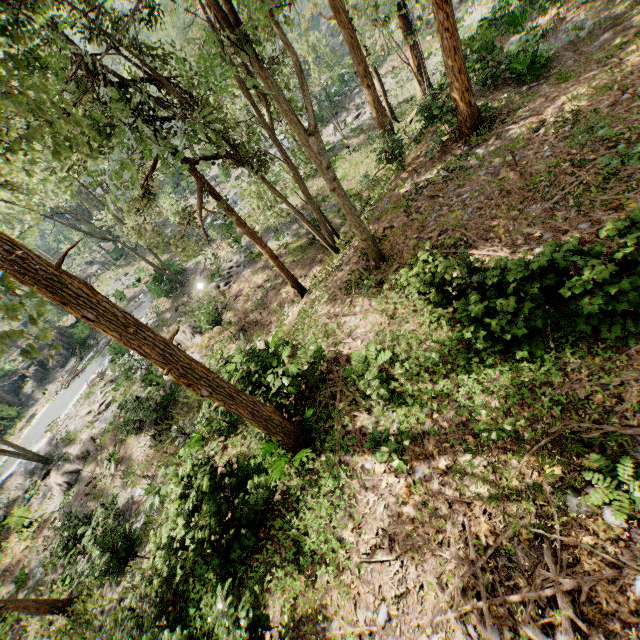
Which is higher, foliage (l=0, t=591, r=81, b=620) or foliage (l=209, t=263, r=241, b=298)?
foliage (l=0, t=591, r=81, b=620)

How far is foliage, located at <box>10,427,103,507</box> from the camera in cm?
1948

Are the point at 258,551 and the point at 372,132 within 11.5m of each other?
no

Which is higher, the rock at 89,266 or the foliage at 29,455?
the rock at 89,266

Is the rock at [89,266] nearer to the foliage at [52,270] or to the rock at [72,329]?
the foliage at [52,270]

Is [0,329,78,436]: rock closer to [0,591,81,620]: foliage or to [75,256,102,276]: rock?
[0,591,81,620]: foliage

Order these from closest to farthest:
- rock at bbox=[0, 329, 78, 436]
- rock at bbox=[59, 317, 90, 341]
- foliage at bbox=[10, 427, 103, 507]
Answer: foliage at bbox=[10, 427, 103, 507], rock at bbox=[0, 329, 78, 436], rock at bbox=[59, 317, 90, 341]

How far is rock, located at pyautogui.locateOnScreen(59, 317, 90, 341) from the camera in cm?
3344
